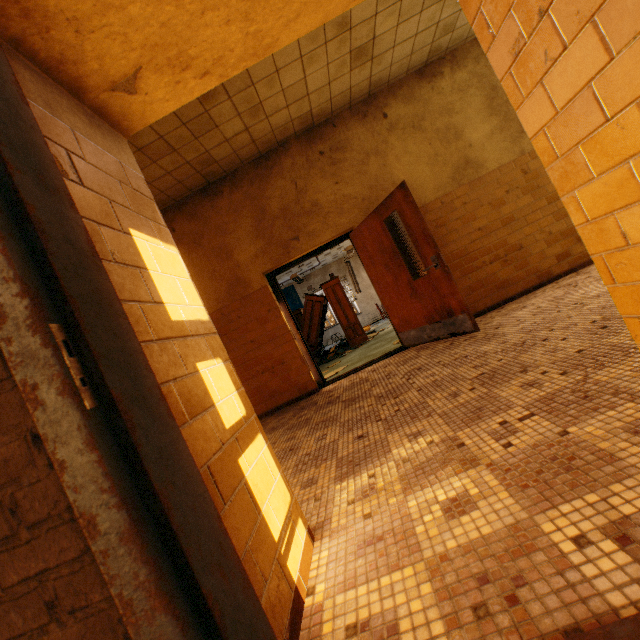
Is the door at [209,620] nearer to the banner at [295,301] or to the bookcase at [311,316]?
the bookcase at [311,316]

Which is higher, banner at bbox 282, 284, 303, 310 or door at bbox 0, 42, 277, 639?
banner at bbox 282, 284, 303, 310

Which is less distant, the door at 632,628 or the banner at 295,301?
the door at 632,628

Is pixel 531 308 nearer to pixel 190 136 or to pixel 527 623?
pixel 527 623

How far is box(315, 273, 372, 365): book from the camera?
9.8 meters

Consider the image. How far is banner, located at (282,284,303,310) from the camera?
17.7m

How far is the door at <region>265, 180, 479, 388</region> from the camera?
4.1m

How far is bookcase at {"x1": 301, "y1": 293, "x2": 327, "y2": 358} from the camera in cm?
1004
